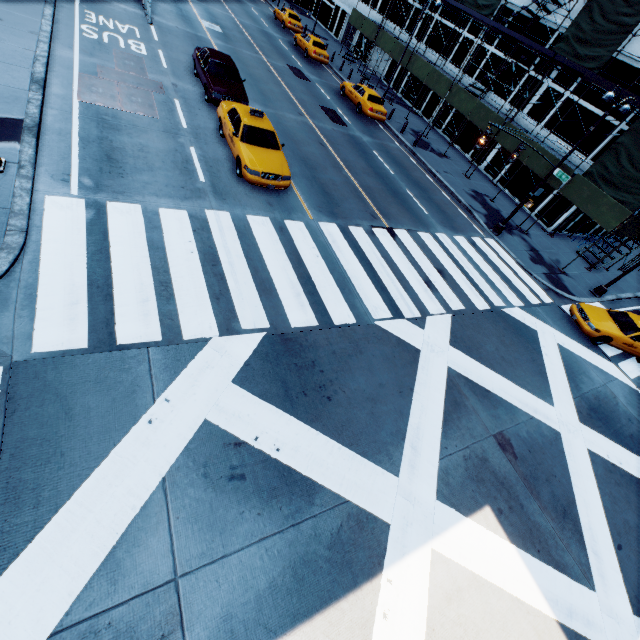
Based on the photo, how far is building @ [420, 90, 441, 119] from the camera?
29.9 meters

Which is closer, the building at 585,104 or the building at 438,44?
the building at 585,104

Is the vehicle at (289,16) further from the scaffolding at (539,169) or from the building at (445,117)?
the building at (445,117)

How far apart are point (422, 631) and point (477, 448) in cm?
419

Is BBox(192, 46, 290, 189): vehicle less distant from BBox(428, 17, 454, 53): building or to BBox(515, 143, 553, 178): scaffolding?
BBox(515, 143, 553, 178): scaffolding

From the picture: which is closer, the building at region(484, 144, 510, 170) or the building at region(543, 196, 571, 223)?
the building at region(543, 196, 571, 223)

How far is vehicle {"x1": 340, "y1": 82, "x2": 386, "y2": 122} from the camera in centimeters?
2306cm
